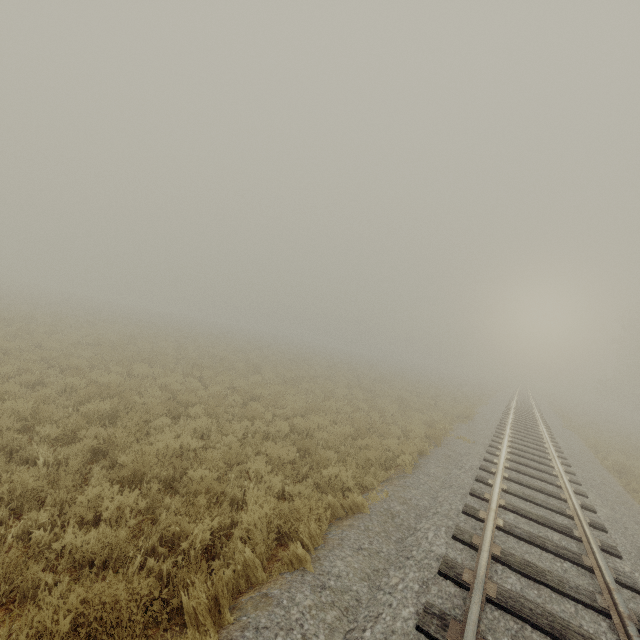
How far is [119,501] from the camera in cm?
448
